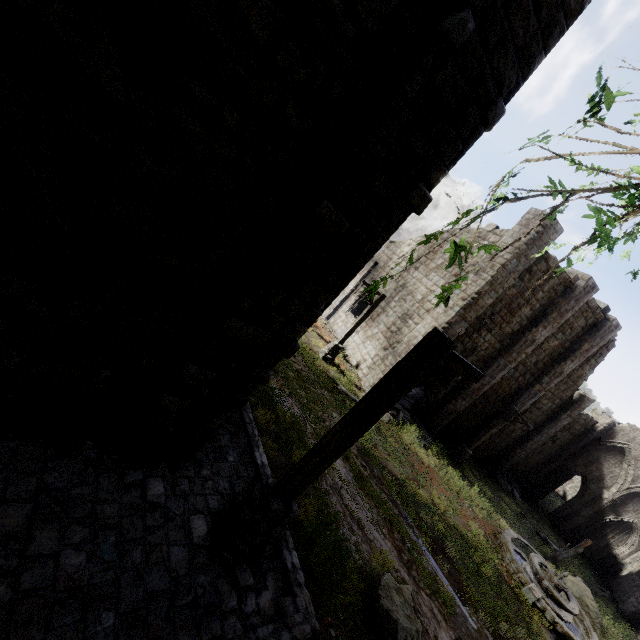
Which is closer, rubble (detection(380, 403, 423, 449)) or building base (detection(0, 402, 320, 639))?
building base (detection(0, 402, 320, 639))

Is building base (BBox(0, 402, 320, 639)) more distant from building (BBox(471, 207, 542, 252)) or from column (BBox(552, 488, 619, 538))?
column (BBox(552, 488, 619, 538))

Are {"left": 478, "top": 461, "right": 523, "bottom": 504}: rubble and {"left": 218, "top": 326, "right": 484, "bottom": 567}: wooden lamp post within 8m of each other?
no

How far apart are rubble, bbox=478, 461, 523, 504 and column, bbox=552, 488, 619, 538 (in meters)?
5.41

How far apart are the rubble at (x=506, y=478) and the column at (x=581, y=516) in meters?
5.4

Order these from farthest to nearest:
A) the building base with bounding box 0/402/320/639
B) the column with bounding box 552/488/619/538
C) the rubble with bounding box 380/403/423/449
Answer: → the column with bounding box 552/488/619/538, the rubble with bounding box 380/403/423/449, the building base with bounding box 0/402/320/639

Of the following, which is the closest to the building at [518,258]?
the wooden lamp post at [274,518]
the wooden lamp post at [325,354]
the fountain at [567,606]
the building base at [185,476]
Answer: the building base at [185,476]

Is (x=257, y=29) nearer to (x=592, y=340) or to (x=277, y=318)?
(x=277, y=318)
